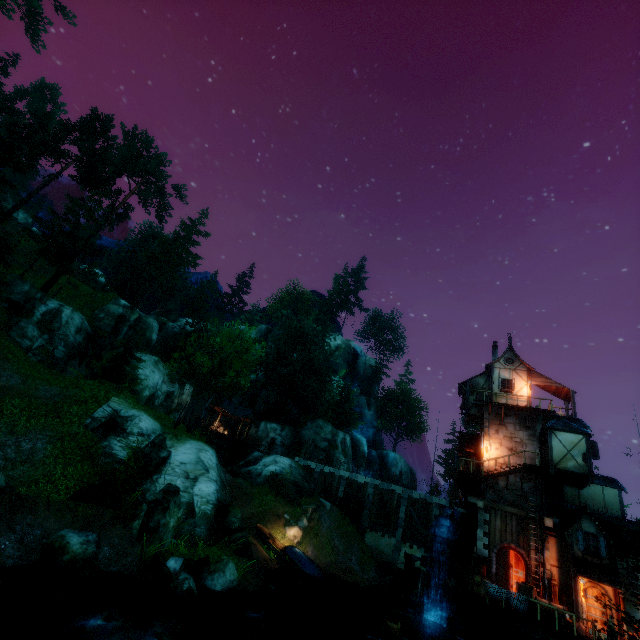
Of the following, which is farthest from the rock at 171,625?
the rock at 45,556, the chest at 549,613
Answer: → the chest at 549,613

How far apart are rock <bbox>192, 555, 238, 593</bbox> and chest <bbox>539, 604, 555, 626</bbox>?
16.08m

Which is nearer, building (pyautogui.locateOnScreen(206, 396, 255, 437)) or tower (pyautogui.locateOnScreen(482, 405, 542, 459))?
tower (pyautogui.locateOnScreen(482, 405, 542, 459))

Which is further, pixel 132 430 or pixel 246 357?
pixel 246 357

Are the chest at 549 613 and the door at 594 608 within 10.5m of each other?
yes

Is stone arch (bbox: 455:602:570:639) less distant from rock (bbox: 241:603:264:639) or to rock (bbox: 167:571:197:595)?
rock (bbox: 241:603:264:639)

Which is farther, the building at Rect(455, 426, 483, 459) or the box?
the building at Rect(455, 426, 483, 459)

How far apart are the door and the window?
1.53m
